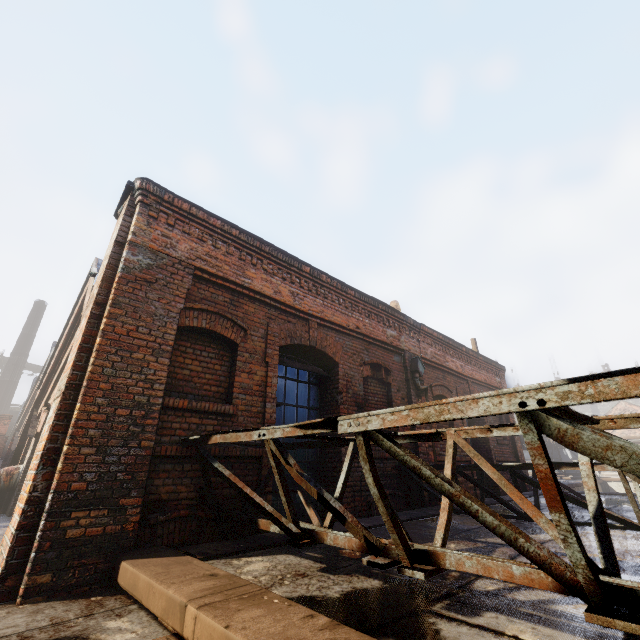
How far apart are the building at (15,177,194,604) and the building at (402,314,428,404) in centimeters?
556cm

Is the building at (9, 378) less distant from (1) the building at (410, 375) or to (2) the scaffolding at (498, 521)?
(2) the scaffolding at (498, 521)

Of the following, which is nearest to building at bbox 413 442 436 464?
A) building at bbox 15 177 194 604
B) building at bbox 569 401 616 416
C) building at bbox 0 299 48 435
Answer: building at bbox 15 177 194 604

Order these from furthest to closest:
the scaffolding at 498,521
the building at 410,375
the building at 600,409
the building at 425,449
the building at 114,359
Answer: the building at 600,409 < the building at 410,375 < the building at 425,449 < the building at 114,359 < the scaffolding at 498,521

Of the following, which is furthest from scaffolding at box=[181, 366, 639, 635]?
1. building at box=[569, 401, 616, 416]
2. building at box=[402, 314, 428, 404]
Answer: building at box=[569, 401, 616, 416]

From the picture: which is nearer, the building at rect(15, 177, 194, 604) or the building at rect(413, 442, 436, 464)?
the building at rect(15, 177, 194, 604)

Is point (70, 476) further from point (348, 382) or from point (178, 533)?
point (348, 382)
